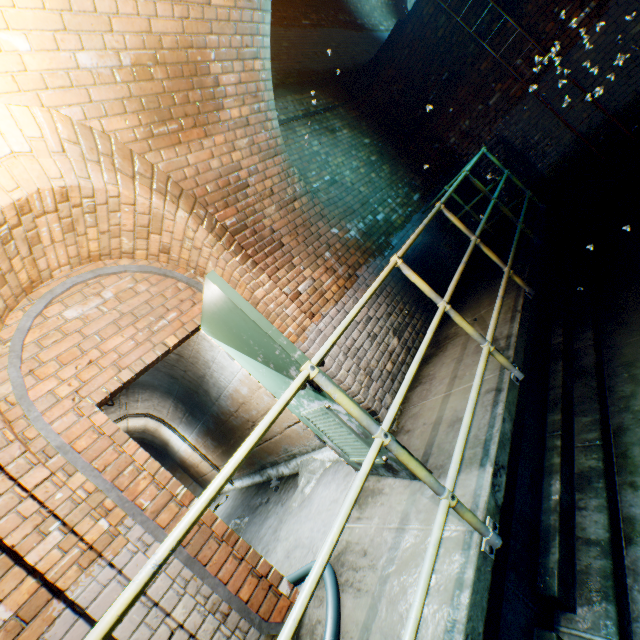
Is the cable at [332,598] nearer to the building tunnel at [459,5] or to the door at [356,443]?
the building tunnel at [459,5]

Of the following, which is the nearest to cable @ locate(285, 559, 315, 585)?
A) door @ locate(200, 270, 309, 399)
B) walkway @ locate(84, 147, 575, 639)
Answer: walkway @ locate(84, 147, 575, 639)

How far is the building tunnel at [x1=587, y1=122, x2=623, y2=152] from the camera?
5.6m

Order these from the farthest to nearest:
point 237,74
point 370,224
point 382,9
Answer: point 382,9 < point 370,224 < point 237,74

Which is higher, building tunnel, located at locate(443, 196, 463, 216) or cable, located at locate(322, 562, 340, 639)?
building tunnel, located at locate(443, 196, 463, 216)

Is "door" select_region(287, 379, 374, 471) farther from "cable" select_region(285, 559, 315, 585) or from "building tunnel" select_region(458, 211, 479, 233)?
"cable" select_region(285, 559, 315, 585)

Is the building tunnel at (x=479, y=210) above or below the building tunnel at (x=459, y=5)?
below
